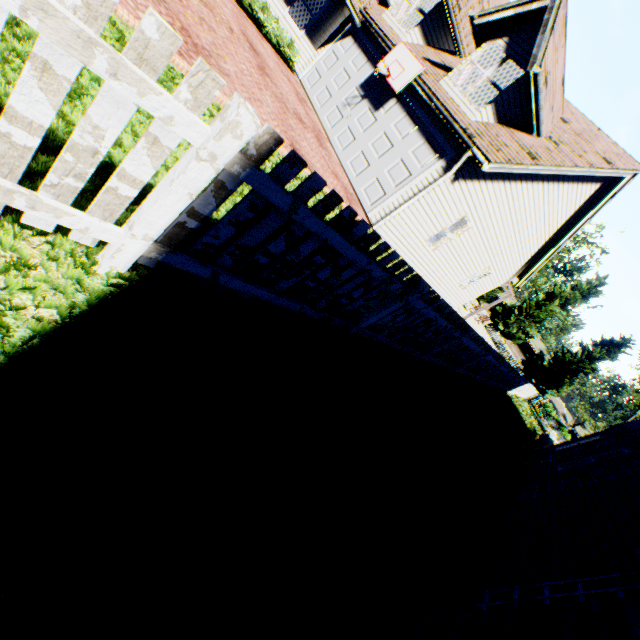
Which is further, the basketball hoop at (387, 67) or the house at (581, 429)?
the house at (581, 429)

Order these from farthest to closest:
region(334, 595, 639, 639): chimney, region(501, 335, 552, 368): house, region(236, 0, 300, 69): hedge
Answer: region(501, 335, 552, 368): house
region(236, 0, 300, 69): hedge
region(334, 595, 639, 639): chimney

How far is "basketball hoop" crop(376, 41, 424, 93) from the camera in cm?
1019

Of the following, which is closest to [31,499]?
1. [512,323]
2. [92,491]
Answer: [92,491]

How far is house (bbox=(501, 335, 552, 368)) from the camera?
56.6 meters

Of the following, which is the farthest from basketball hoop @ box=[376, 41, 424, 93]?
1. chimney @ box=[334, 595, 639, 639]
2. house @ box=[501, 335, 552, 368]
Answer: house @ box=[501, 335, 552, 368]

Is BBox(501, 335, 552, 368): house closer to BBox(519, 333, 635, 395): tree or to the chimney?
BBox(519, 333, 635, 395): tree

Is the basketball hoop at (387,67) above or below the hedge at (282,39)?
above
